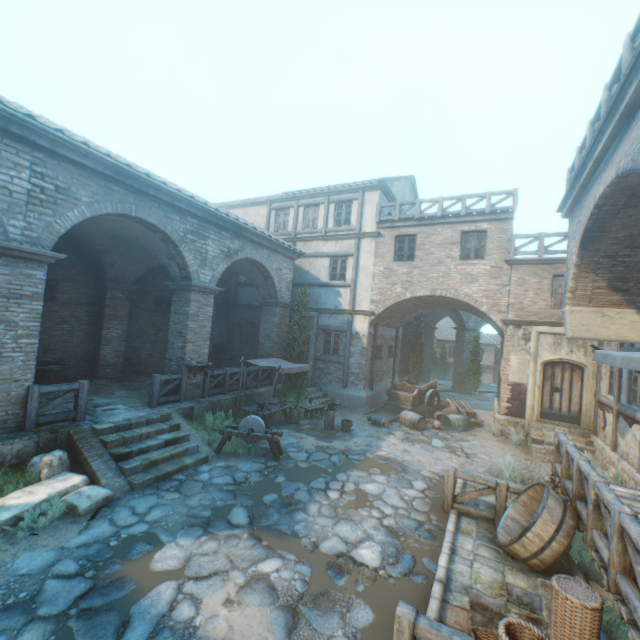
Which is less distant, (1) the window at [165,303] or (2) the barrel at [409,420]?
(2) the barrel at [409,420]

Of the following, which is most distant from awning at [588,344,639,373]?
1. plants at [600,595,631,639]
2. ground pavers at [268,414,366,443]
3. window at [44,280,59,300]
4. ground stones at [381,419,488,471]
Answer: window at [44,280,59,300]

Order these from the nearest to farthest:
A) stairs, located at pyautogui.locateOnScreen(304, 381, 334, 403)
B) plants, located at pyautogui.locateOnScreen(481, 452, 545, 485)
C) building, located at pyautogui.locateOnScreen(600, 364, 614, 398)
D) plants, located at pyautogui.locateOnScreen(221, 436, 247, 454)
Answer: plants, located at pyautogui.locateOnScreen(481, 452, 545, 485)
plants, located at pyautogui.locateOnScreen(221, 436, 247, 454)
building, located at pyautogui.locateOnScreen(600, 364, 614, 398)
stairs, located at pyautogui.locateOnScreen(304, 381, 334, 403)

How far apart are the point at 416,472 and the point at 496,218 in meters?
11.0

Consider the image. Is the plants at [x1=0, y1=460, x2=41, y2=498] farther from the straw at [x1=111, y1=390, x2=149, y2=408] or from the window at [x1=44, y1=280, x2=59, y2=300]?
the window at [x1=44, y1=280, x2=59, y2=300]

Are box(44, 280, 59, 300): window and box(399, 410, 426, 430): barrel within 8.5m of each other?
no

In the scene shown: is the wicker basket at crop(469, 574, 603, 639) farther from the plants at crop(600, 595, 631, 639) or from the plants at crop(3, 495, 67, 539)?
the plants at crop(3, 495, 67, 539)

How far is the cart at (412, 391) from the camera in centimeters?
1538cm
